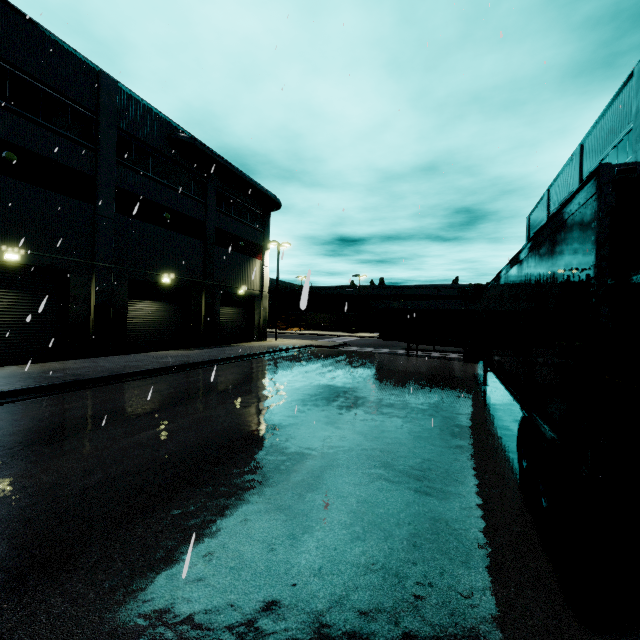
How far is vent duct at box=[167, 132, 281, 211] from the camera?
20.8m

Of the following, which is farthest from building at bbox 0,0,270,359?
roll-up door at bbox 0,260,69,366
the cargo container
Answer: the cargo container

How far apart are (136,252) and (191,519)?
18.64m

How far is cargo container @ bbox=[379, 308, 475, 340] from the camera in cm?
2188

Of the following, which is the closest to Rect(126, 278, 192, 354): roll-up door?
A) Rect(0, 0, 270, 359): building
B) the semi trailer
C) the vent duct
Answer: Rect(0, 0, 270, 359): building

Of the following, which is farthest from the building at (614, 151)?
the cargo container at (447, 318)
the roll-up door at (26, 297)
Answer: the cargo container at (447, 318)

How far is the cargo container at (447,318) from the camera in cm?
2188

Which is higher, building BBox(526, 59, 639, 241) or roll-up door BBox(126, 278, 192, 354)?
building BBox(526, 59, 639, 241)
